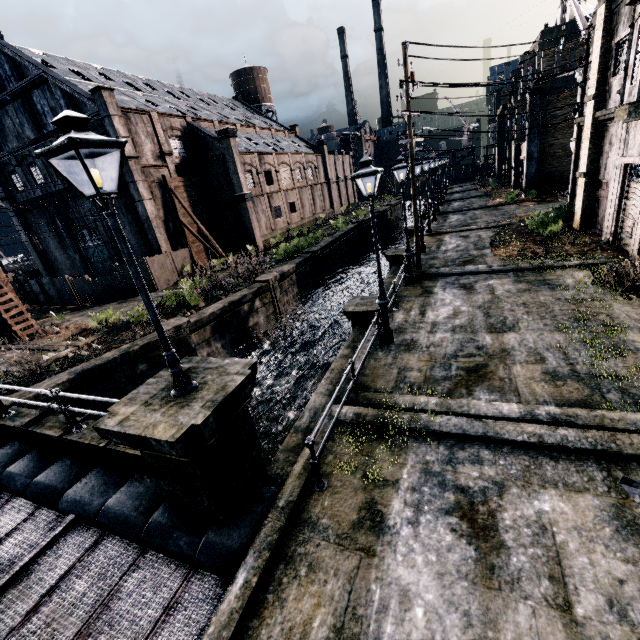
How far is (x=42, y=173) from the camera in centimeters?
3228cm

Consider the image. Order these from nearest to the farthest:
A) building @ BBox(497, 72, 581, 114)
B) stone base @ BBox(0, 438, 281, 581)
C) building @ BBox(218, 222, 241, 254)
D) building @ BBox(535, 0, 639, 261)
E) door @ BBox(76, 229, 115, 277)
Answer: stone base @ BBox(0, 438, 281, 581) → building @ BBox(535, 0, 639, 261) → building @ BBox(497, 72, 581, 114) → door @ BBox(76, 229, 115, 277) → building @ BBox(218, 222, 241, 254)

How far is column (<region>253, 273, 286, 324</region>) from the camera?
23.3 meters

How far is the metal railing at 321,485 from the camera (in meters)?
6.05

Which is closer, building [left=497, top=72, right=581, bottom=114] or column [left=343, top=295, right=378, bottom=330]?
column [left=343, top=295, right=378, bottom=330]

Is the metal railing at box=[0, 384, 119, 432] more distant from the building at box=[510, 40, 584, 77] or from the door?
the building at box=[510, 40, 584, 77]

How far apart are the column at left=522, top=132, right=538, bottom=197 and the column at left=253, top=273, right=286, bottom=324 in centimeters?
2765cm

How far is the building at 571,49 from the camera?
28.4m
